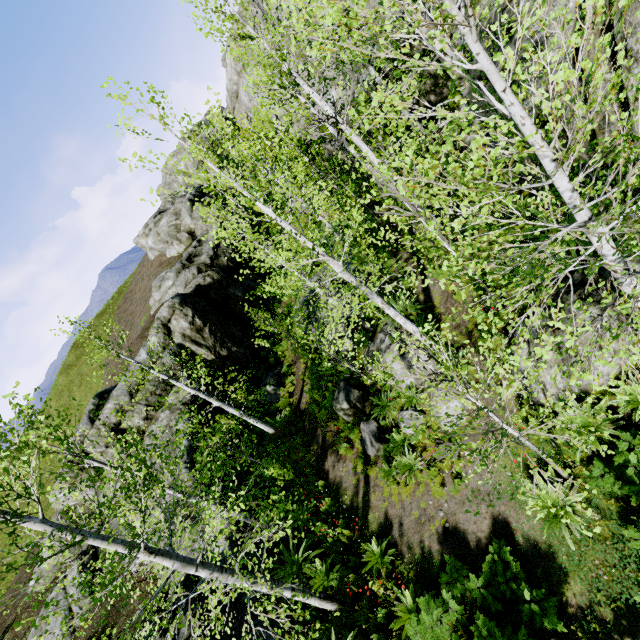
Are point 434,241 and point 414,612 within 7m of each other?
no

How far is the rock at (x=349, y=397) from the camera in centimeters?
1233cm

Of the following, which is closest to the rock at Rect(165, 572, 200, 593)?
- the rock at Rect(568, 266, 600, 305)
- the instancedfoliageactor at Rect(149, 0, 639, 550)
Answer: the instancedfoliageactor at Rect(149, 0, 639, 550)

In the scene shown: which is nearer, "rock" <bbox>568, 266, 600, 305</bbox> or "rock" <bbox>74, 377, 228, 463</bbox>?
"rock" <bbox>568, 266, 600, 305</bbox>

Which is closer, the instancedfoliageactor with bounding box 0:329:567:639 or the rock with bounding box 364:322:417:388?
the instancedfoliageactor with bounding box 0:329:567:639

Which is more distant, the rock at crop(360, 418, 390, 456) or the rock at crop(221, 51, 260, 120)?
the rock at crop(221, 51, 260, 120)

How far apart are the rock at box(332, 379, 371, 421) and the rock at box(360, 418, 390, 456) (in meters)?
0.43

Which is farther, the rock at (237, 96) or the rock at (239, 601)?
the rock at (237, 96)
